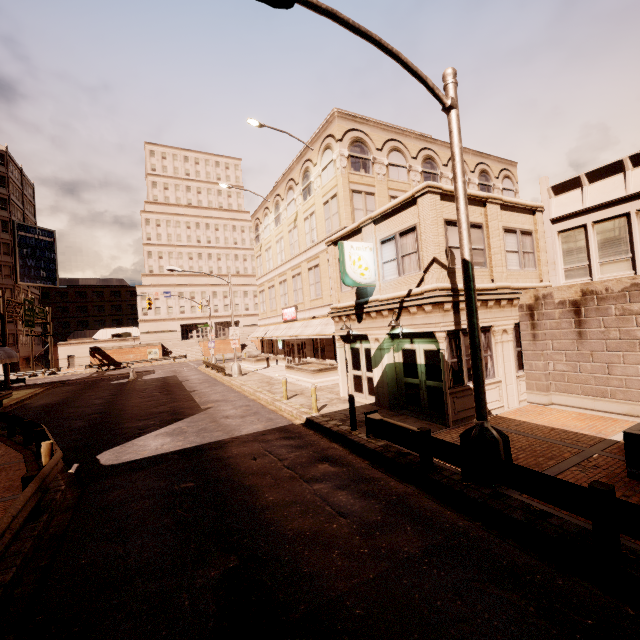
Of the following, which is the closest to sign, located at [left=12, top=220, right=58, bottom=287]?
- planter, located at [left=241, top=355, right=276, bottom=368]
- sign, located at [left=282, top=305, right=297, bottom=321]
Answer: planter, located at [left=241, top=355, right=276, bottom=368]

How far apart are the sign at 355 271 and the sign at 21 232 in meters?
65.5 m

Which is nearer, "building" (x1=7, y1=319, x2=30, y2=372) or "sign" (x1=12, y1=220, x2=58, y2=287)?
"building" (x1=7, y1=319, x2=30, y2=372)

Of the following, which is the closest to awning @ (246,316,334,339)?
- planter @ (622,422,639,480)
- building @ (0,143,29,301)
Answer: planter @ (622,422,639,480)

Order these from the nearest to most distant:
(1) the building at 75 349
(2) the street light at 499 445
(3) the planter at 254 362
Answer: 1. (2) the street light at 499 445
2. (3) the planter at 254 362
3. (1) the building at 75 349

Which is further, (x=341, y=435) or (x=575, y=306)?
(x=575, y=306)

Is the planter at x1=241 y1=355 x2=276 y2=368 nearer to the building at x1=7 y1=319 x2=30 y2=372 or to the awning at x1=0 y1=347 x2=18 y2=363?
the awning at x1=0 y1=347 x2=18 y2=363

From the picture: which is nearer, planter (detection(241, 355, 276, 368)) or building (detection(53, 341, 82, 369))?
planter (detection(241, 355, 276, 368))
